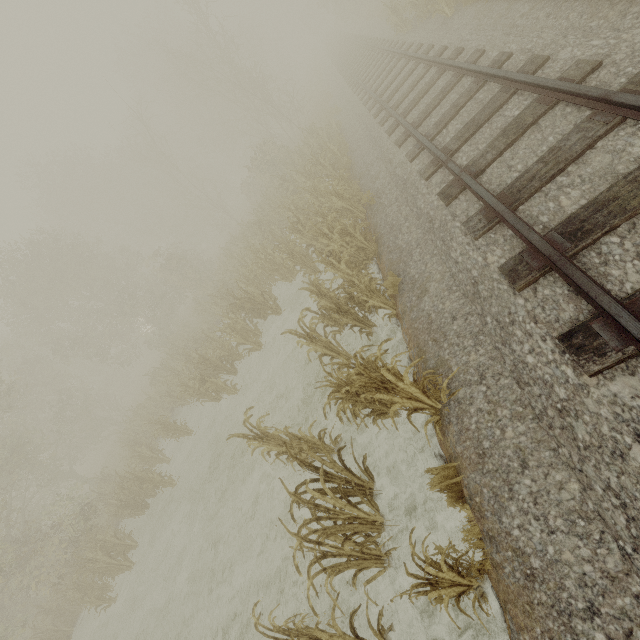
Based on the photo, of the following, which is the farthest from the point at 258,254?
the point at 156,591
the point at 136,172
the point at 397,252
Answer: the point at 136,172

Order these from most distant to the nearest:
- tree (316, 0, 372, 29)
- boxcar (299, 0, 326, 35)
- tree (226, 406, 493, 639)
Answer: boxcar (299, 0, 326, 35), tree (316, 0, 372, 29), tree (226, 406, 493, 639)

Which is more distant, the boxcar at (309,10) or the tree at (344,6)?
the boxcar at (309,10)

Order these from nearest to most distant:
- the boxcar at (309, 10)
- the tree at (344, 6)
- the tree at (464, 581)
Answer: the tree at (464, 581) < the tree at (344, 6) < the boxcar at (309, 10)

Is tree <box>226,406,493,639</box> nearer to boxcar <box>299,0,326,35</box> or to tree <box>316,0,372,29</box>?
tree <box>316,0,372,29</box>

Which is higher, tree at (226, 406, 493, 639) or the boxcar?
the boxcar
